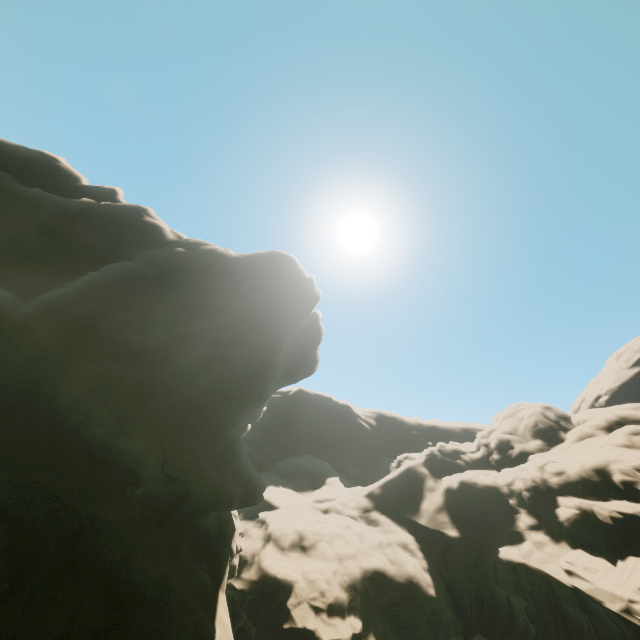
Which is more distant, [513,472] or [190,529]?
[513,472]
